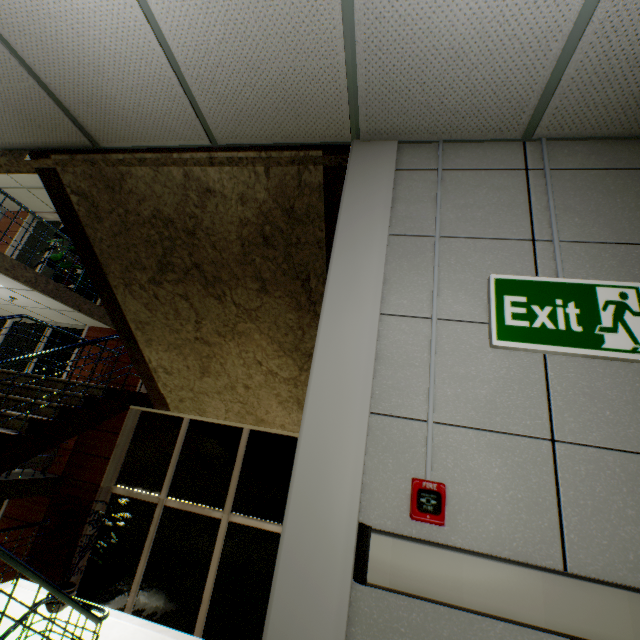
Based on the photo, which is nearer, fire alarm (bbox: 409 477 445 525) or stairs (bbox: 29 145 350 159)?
fire alarm (bbox: 409 477 445 525)

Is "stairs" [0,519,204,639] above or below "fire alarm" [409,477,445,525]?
below

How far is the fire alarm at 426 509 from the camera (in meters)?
1.20

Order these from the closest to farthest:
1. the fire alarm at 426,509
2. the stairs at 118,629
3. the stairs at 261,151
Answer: the fire alarm at 426,509 → the stairs at 261,151 → the stairs at 118,629

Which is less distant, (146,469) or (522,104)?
(522,104)

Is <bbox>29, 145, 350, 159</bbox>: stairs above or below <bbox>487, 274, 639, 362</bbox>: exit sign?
above

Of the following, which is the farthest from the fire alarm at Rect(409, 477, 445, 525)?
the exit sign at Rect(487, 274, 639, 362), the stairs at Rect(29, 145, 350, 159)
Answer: the stairs at Rect(29, 145, 350, 159)

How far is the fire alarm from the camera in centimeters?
120cm
